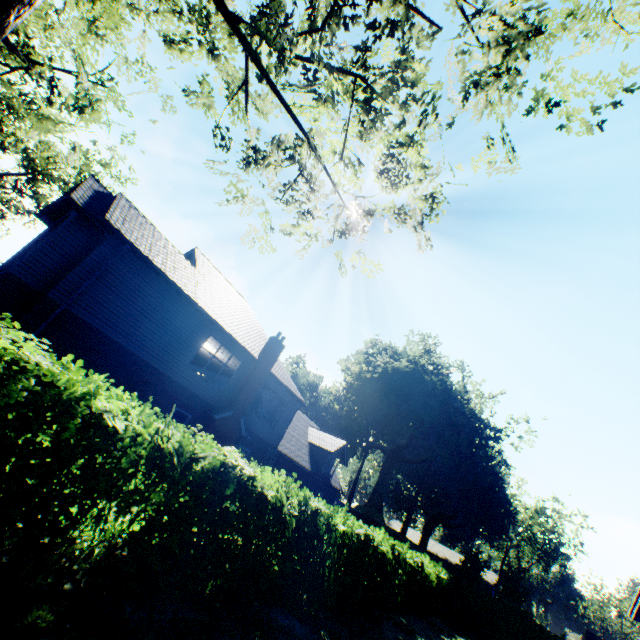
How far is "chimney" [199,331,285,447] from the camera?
16.8 meters

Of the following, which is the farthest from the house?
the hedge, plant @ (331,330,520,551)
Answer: plant @ (331,330,520,551)

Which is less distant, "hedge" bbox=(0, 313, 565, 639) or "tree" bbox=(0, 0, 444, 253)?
"hedge" bbox=(0, 313, 565, 639)

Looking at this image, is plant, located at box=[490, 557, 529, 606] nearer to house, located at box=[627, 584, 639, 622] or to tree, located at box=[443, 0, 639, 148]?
tree, located at box=[443, 0, 639, 148]

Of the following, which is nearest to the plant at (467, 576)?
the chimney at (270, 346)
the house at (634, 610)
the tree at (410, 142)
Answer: the tree at (410, 142)

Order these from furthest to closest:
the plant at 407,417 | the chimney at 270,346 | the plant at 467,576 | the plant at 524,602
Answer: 1. the plant at 524,602
2. the plant at 407,417
3. the plant at 467,576
4. the chimney at 270,346

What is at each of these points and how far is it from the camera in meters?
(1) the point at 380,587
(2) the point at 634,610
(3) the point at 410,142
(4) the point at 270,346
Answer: (1) hedge, 12.3 m
(2) house, 11.2 m
(3) tree, 5.7 m
(4) chimney, 19.2 m

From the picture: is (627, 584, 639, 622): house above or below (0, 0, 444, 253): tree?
below
